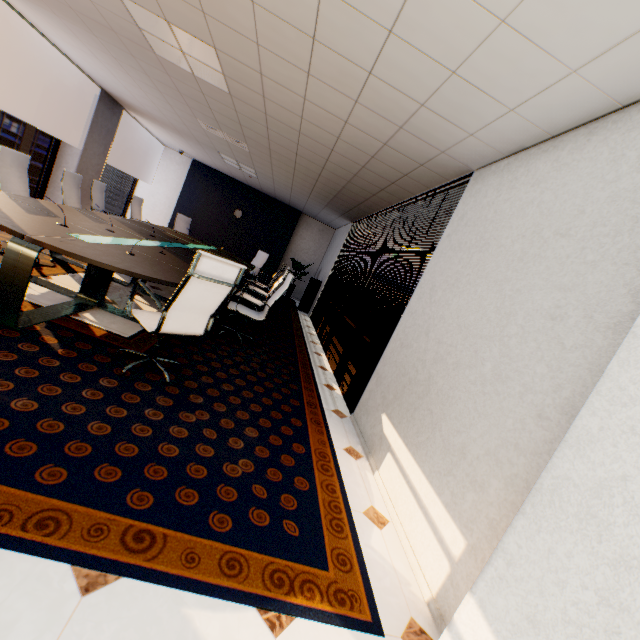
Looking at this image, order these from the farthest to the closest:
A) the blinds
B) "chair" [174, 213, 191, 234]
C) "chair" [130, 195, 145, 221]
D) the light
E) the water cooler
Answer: the water cooler < "chair" [174, 213, 191, 234] < "chair" [130, 195, 145, 221] < the blinds < the light

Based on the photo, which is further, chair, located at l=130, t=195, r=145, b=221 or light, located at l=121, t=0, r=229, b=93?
chair, located at l=130, t=195, r=145, b=221

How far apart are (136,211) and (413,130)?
6.9 meters

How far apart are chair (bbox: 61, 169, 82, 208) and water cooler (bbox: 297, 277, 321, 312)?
5.55m

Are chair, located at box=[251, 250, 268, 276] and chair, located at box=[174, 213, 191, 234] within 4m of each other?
yes

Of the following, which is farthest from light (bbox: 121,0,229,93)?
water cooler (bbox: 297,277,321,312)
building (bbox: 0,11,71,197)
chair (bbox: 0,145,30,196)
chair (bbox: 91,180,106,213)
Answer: building (bbox: 0,11,71,197)

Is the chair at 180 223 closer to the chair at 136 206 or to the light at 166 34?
the chair at 136 206

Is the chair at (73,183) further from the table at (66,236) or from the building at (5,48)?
the building at (5,48)
